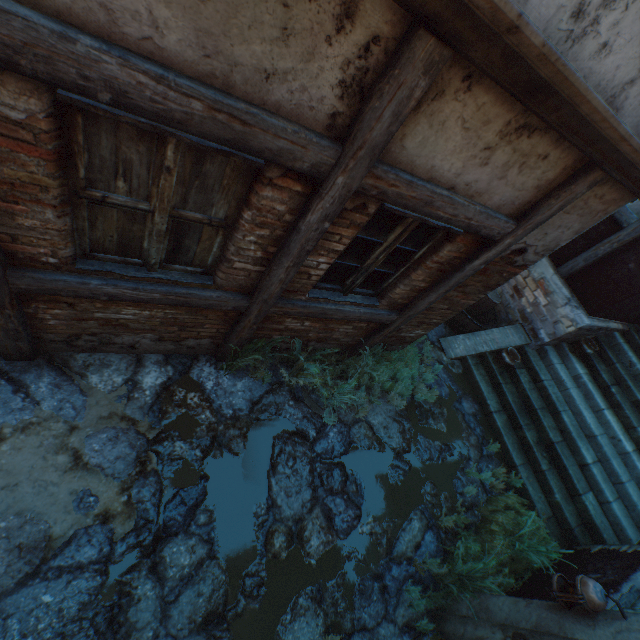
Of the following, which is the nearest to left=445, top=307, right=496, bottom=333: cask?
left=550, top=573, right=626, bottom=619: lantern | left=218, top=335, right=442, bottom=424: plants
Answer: left=218, top=335, right=442, bottom=424: plants

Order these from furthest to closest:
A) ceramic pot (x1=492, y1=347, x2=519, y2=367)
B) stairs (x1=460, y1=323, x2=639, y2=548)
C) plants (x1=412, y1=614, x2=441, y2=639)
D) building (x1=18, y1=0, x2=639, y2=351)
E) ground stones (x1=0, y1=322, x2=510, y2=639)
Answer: ceramic pot (x1=492, y1=347, x2=519, y2=367)
stairs (x1=460, y1=323, x2=639, y2=548)
plants (x1=412, y1=614, x2=441, y2=639)
ground stones (x1=0, y1=322, x2=510, y2=639)
building (x1=18, y1=0, x2=639, y2=351)

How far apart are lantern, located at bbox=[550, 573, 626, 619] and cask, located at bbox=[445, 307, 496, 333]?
4.5 meters

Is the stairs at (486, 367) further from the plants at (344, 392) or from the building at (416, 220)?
the plants at (344, 392)

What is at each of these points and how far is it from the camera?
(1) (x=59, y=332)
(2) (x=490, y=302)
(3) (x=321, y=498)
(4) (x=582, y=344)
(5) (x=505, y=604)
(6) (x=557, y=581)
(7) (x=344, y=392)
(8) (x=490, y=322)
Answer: (1) building, 3.0m
(2) wicker basket, 7.1m
(3) ground stones, 3.9m
(4) ceramic pot, 6.7m
(5) building, 3.4m
(6) lantern, 3.0m
(7) plants, 4.5m
(8) cask, 7.4m

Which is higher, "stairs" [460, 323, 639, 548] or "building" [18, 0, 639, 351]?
"building" [18, 0, 639, 351]

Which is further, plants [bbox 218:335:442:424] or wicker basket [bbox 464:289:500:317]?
wicker basket [bbox 464:289:500:317]

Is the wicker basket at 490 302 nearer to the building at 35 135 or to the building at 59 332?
the building at 35 135
